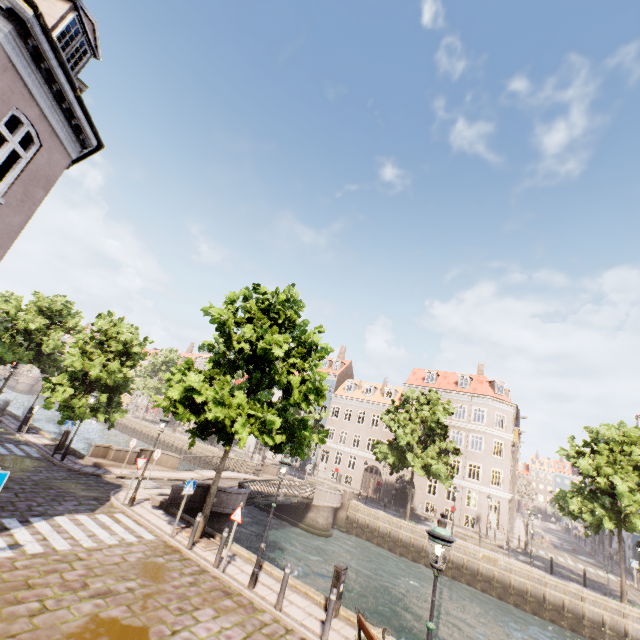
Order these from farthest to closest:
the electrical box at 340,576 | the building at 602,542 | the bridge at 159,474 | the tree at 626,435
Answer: the building at 602,542 < the tree at 626,435 < the bridge at 159,474 < the electrical box at 340,576

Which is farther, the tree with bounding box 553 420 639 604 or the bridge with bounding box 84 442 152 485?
the tree with bounding box 553 420 639 604

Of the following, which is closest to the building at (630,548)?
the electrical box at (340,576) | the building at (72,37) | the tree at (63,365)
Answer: the tree at (63,365)

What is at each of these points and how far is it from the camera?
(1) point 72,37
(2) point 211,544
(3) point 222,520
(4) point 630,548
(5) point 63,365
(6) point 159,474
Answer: (1) building, 8.54m
(2) tree planter, 11.83m
(3) bridge, 16.72m
(4) building, 36.78m
(5) tree, 29.53m
(6) bridge, 20.11m

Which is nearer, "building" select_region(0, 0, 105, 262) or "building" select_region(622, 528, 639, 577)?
"building" select_region(0, 0, 105, 262)

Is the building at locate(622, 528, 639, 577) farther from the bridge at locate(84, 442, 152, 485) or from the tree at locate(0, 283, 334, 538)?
the bridge at locate(84, 442, 152, 485)

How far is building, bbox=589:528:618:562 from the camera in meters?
42.0

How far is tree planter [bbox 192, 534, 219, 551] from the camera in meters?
11.3 m
